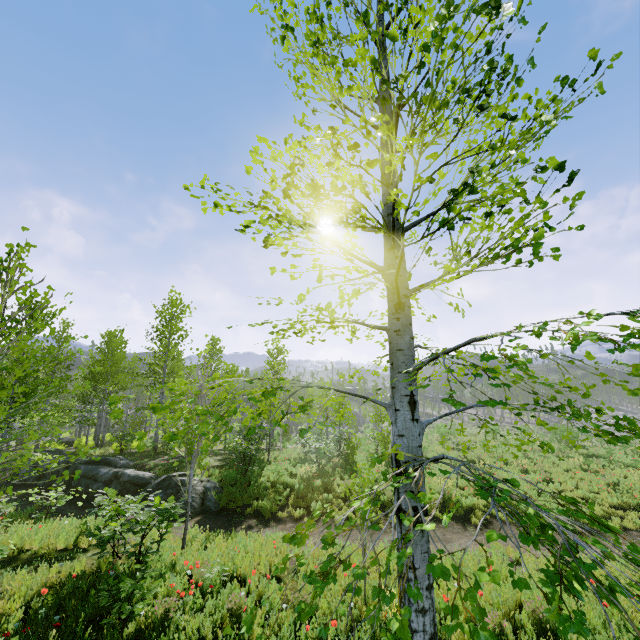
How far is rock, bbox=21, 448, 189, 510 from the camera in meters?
13.5

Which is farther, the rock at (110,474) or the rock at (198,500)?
the rock at (110,474)

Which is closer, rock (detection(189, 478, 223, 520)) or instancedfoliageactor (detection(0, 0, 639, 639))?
instancedfoliageactor (detection(0, 0, 639, 639))

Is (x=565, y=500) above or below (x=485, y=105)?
below

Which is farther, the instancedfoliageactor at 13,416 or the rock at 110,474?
the rock at 110,474

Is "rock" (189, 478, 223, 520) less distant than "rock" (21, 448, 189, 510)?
Yes

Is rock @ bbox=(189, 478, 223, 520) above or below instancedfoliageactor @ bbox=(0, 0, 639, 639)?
below

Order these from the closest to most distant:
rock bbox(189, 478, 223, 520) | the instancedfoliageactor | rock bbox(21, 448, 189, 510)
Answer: the instancedfoliageactor < rock bbox(189, 478, 223, 520) < rock bbox(21, 448, 189, 510)
